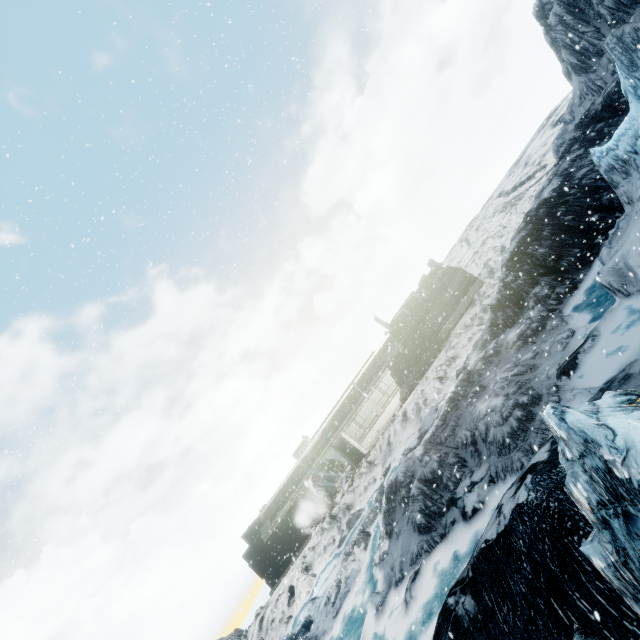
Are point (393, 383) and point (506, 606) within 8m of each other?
no
